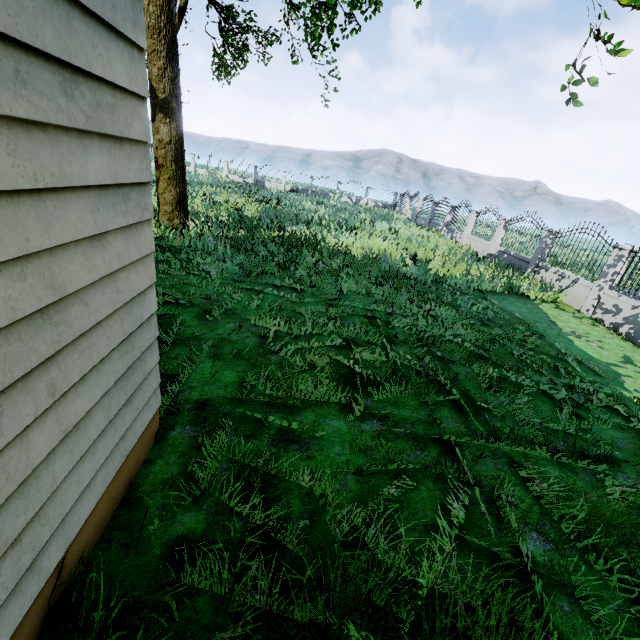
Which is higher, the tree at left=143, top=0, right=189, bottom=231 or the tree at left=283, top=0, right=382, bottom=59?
the tree at left=283, top=0, right=382, bottom=59

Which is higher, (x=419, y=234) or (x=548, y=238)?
(x=548, y=238)

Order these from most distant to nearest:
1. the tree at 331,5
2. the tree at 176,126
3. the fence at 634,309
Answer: the tree at 331,5 → the fence at 634,309 → the tree at 176,126

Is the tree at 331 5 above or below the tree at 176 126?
above

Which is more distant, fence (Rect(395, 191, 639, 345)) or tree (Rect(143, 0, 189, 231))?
fence (Rect(395, 191, 639, 345))

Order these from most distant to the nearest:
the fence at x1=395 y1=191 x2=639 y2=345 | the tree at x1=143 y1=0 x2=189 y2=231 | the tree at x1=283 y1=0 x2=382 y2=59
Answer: the tree at x1=283 y1=0 x2=382 y2=59
the fence at x1=395 y1=191 x2=639 y2=345
the tree at x1=143 y1=0 x2=189 y2=231

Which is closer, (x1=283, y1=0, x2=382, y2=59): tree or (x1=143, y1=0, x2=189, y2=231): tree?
(x1=143, y1=0, x2=189, y2=231): tree
